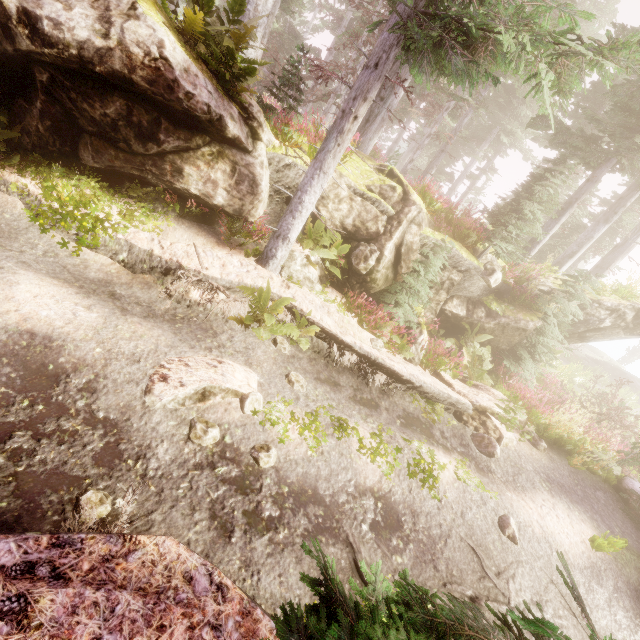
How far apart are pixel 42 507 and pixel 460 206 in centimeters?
3683cm

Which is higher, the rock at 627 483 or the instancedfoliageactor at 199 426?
the rock at 627 483

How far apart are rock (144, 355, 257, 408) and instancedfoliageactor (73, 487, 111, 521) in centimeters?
119cm

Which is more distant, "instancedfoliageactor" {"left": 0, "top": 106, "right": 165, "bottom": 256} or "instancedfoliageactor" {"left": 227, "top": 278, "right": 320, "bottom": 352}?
"instancedfoliageactor" {"left": 227, "top": 278, "right": 320, "bottom": 352}

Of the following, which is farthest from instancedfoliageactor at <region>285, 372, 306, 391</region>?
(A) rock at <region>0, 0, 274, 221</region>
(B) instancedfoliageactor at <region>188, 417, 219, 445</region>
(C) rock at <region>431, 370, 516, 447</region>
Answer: (B) instancedfoliageactor at <region>188, 417, 219, 445</region>

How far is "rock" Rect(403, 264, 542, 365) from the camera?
10.0 meters

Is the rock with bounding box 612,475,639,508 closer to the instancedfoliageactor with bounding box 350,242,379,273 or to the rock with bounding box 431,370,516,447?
the instancedfoliageactor with bounding box 350,242,379,273

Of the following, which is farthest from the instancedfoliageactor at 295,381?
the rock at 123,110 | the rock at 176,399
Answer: the rock at 176,399
